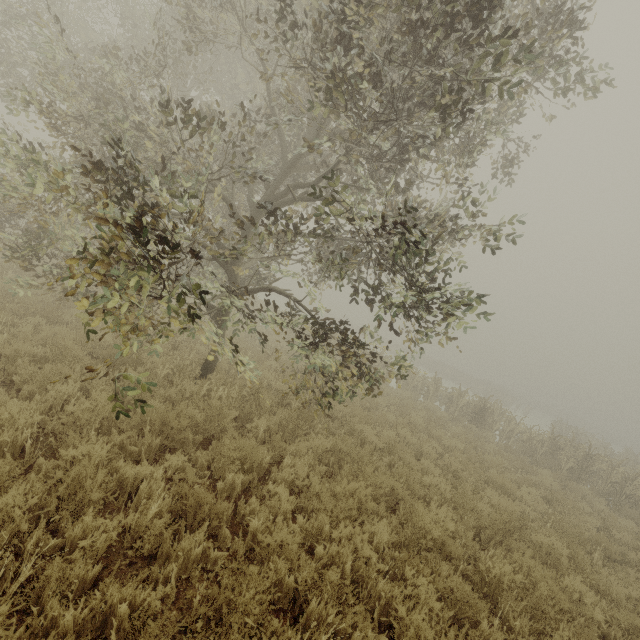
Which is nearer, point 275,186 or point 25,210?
point 25,210
